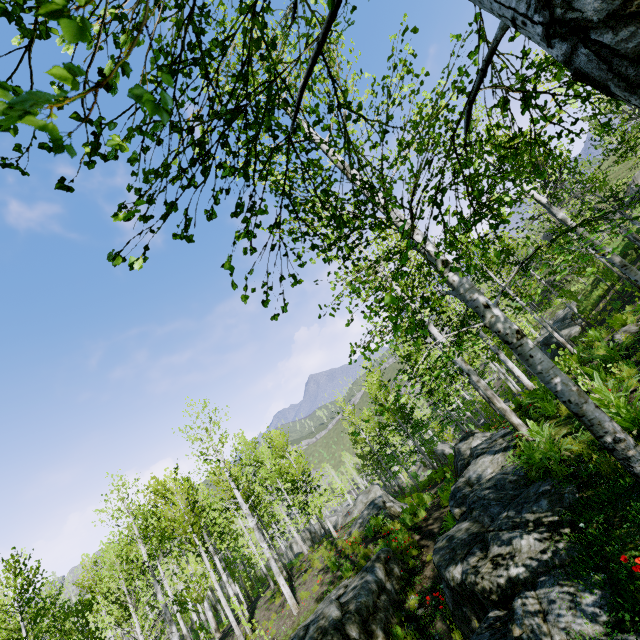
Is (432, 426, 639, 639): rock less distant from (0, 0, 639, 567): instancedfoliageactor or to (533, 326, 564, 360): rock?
(0, 0, 639, 567): instancedfoliageactor

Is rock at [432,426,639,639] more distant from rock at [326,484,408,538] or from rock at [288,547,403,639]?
rock at [326,484,408,538]

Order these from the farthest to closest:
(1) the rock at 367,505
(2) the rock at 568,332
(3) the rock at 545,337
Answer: (3) the rock at 545,337, (2) the rock at 568,332, (1) the rock at 367,505

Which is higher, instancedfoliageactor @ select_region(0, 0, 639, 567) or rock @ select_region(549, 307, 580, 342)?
instancedfoliageactor @ select_region(0, 0, 639, 567)

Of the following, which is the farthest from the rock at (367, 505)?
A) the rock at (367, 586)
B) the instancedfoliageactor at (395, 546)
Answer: the instancedfoliageactor at (395, 546)

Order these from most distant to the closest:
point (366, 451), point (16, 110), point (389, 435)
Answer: point (366, 451) < point (389, 435) < point (16, 110)

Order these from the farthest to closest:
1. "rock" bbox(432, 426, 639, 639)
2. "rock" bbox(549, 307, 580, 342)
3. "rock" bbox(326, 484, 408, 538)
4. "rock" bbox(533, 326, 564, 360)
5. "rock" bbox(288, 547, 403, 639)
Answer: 1. "rock" bbox(533, 326, 564, 360)
2. "rock" bbox(549, 307, 580, 342)
3. "rock" bbox(326, 484, 408, 538)
4. "rock" bbox(288, 547, 403, 639)
5. "rock" bbox(432, 426, 639, 639)
